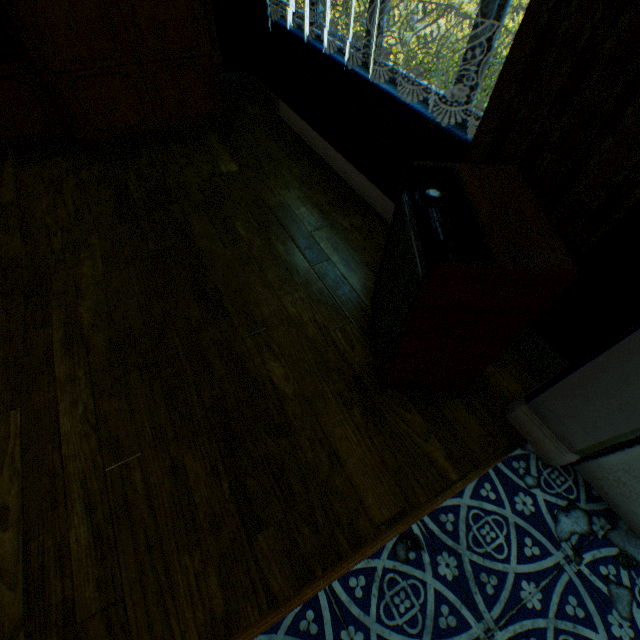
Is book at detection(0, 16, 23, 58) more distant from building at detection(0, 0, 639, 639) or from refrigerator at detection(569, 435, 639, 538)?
refrigerator at detection(569, 435, 639, 538)

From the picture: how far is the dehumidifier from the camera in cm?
A: 100

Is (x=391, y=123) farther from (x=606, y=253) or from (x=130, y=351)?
(x=130, y=351)

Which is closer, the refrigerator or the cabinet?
the refrigerator

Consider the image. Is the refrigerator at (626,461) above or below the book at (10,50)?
below

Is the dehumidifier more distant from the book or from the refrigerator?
the book

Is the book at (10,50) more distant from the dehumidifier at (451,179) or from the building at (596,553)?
the dehumidifier at (451,179)

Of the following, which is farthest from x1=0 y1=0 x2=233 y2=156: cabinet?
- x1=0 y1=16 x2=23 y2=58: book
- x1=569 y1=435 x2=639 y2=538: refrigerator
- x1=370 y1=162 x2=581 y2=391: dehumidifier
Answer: x1=569 y1=435 x2=639 y2=538: refrigerator
